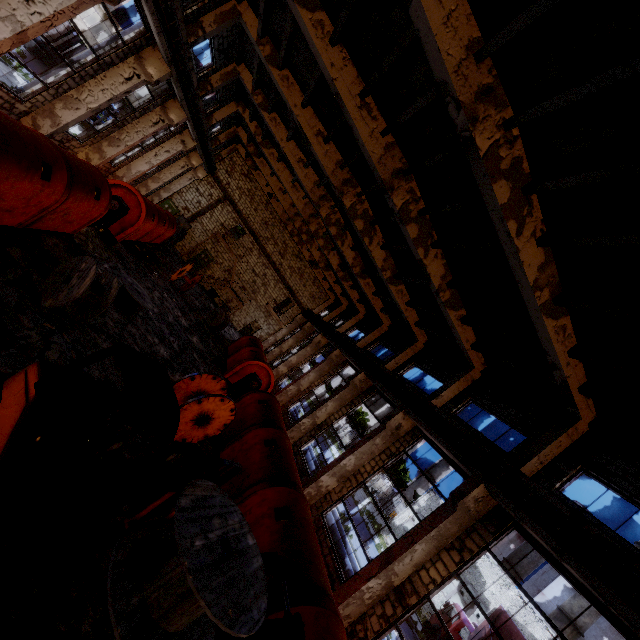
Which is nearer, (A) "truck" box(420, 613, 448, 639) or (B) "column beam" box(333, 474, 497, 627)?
(B) "column beam" box(333, 474, 497, 627)

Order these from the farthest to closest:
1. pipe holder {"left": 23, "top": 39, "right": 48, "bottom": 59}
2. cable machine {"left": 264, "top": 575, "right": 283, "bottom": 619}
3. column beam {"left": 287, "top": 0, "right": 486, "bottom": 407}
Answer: pipe holder {"left": 23, "top": 39, "right": 48, "bottom": 59}
column beam {"left": 287, "top": 0, "right": 486, "bottom": 407}
cable machine {"left": 264, "top": 575, "right": 283, "bottom": 619}

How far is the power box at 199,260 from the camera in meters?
30.6 m

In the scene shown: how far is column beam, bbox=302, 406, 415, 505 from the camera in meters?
13.1 m

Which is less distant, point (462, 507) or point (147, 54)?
→ point (462, 507)

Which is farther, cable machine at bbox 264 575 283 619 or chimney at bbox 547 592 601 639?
chimney at bbox 547 592 601 639

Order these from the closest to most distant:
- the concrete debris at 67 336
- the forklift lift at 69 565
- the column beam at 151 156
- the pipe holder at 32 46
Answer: the forklift lift at 69 565 → the concrete debris at 67 336 → the column beam at 151 156 → the pipe holder at 32 46

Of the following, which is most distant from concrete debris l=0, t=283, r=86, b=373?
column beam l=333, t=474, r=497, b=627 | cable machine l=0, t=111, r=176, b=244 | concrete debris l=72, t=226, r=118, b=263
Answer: column beam l=333, t=474, r=497, b=627
